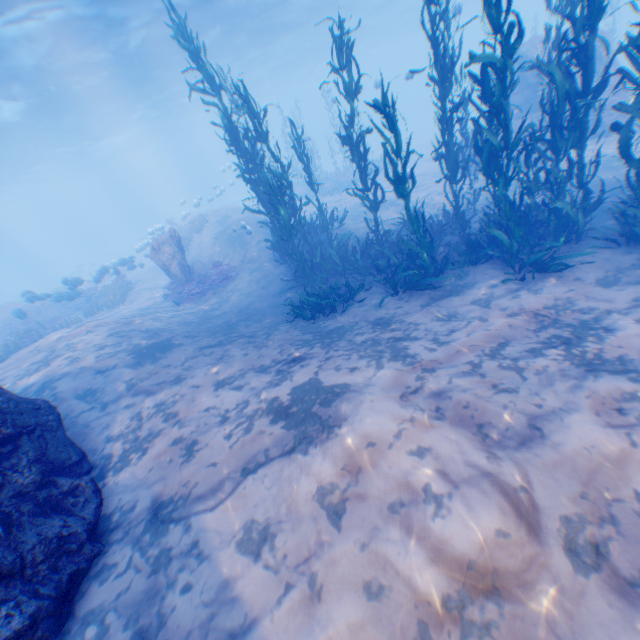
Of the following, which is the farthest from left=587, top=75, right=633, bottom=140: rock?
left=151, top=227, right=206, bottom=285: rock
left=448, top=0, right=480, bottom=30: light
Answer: left=151, top=227, right=206, bottom=285: rock

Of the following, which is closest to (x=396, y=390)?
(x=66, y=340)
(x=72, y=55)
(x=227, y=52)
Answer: (x=66, y=340)

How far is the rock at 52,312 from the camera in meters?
15.5

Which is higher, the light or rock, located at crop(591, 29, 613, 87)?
the light

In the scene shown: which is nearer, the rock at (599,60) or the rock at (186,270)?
the rock at (599,60)

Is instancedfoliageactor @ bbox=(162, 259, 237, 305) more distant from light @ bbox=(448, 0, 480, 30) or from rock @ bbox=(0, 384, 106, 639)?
light @ bbox=(448, 0, 480, 30)

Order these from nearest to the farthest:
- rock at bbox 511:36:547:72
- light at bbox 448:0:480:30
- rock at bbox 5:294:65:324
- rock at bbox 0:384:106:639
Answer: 1. rock at bbox 0:384:106:639
2. light at bbox 448:0:480:30
3. rock at bbox 511:36:547:72
4. rock at bbox 5:294:65:324
